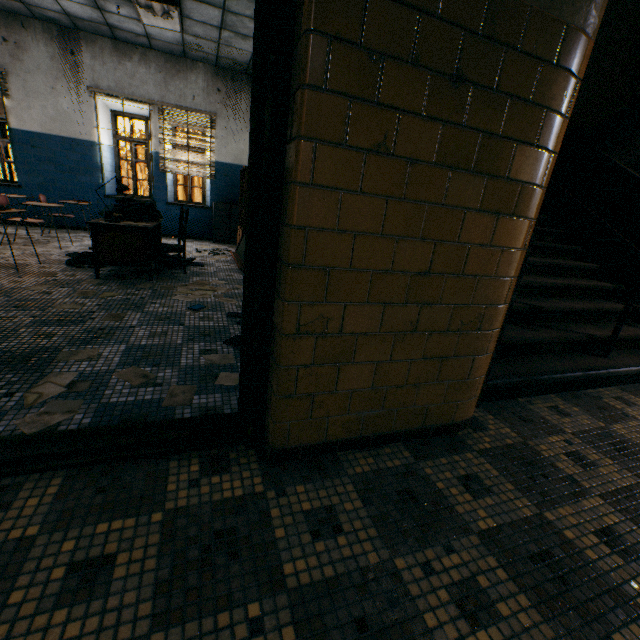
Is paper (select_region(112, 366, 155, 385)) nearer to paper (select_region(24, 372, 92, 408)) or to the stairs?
paper (select_region(24, 372, 92, 408))

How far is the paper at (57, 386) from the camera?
1.8 meters

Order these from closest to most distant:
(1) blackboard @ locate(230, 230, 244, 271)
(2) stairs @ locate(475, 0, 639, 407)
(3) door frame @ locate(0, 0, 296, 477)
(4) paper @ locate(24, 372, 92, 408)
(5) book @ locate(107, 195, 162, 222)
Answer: (3) door frame @ locate(0, 0, 296, 477), (4) paper @ locate(24, 372, 92, 408), (2) stairs @ locate(475, 0, 639, 407), (5) book @ locate(107, 195, 162, 222), (1) blackboard @ locate(230, 230, 244, 271)

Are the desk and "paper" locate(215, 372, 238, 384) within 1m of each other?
no

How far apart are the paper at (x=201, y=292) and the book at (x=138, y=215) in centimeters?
103cm

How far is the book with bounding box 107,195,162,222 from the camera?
4.5m

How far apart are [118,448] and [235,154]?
8.4 meters

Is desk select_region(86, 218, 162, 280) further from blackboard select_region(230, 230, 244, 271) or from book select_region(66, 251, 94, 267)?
blackboard select_region(230, 230, 244, 271)
